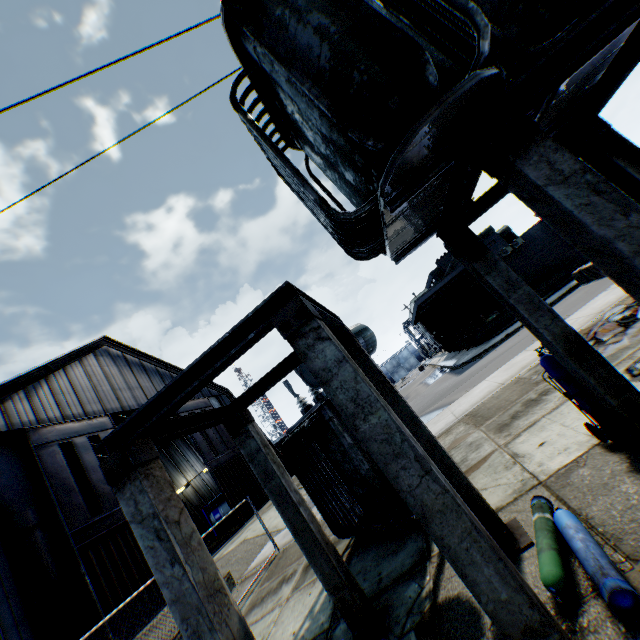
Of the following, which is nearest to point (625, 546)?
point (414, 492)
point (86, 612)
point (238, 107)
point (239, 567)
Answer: point (414, 492)

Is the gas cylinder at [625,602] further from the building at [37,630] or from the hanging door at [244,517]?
the hanging door at [244,517]

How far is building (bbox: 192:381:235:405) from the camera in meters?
29.9 m

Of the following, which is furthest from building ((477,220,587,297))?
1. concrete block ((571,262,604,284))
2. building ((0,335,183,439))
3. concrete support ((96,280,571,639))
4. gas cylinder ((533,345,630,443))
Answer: concrete support ((96,280,571,639))

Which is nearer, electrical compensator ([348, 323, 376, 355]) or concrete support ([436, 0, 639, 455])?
concrete support ([436, 0, 639, 455])

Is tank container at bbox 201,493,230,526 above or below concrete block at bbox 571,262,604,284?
above

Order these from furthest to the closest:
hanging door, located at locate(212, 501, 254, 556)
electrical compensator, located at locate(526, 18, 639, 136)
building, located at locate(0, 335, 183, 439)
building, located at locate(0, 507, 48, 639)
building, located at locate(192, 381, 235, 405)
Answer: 1. building, located at locate(192, 381, 235, 405)
2. hanging door, located at locate(212, 501, 254, 556)
3. building, located at locate(0, 335, 183, 439)
4. building, located at locate(0, 507, 48, 639)
5. electrical compensator, located at locate(526, 18, 639, 136)

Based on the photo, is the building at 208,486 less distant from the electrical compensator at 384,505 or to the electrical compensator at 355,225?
the electrical compensator at 384,505
